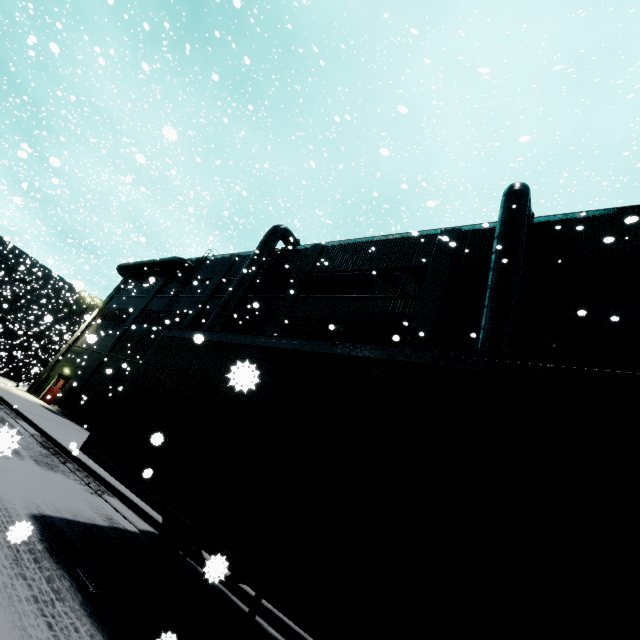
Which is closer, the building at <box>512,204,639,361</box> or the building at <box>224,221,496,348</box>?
the building at <box>512,204,639,361</box>

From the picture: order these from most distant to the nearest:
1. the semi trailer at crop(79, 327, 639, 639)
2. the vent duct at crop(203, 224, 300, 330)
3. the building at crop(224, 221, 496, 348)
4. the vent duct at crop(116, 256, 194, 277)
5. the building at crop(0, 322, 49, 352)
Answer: the building at crop(0, 322, 49, 352), the vent duct at crop(116, 256, 194, 277), the vent duct at crop(203, 224, 300, 330), the building at crop(224, 221, 496, 348), the semi trailer at crop(79, 327, 639, 639)

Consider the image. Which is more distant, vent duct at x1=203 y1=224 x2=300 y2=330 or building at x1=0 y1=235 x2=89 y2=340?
building at x1=0 y1=235 x2=89 y2=340

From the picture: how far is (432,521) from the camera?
2.7 meters

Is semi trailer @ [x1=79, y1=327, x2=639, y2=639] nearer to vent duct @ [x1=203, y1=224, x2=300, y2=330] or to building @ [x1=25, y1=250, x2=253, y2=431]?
building @ [x1=25, y1=250, x2=253, y2=431]

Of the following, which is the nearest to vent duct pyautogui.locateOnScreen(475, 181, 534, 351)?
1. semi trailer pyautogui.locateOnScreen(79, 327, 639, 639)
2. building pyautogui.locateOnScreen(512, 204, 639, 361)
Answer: building pyautogui.locateOnScreen(512, 204, 639, 361)

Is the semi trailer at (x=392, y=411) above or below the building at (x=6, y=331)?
below

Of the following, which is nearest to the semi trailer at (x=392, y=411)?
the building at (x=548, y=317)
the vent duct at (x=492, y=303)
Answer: the building at (x=548, y=317)
